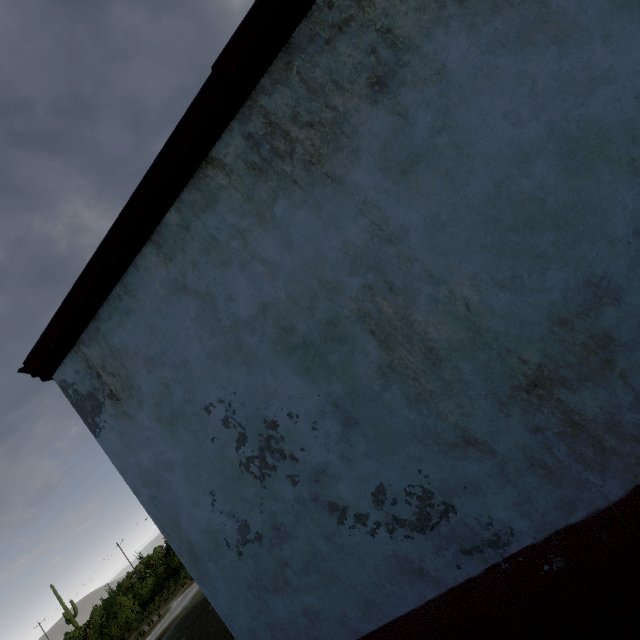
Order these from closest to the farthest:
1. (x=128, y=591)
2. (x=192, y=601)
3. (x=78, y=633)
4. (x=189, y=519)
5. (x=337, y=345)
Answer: (x=337, y=345), (x=189, y=519), (x=192, y=601), (x=78, y=633), (x=128, y=591)
